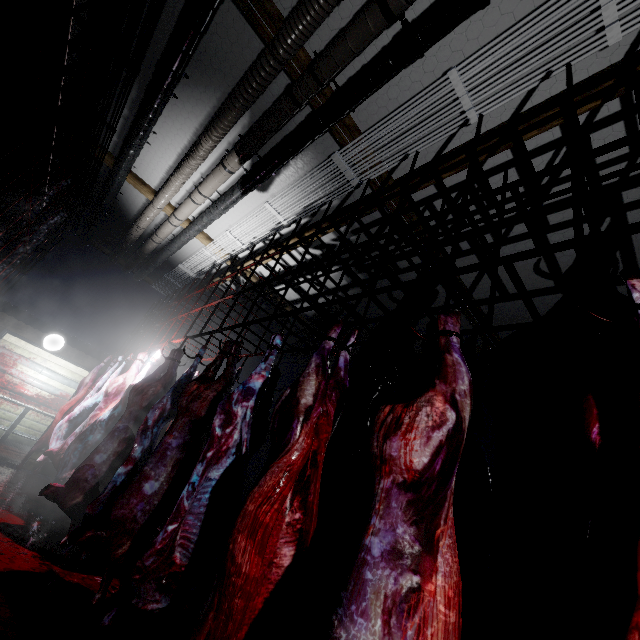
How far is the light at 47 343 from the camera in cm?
587

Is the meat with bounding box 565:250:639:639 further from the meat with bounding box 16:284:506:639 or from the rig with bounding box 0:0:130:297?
the rig with bounding box 0:0:130:297

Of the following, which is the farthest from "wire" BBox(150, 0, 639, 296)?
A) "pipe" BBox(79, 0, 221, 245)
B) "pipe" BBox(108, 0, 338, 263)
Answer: "pipe" BBox(79, 0, 221, 245)

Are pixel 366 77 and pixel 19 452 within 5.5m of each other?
no

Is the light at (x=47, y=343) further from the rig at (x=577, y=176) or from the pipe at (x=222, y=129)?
the pipe at (x=222, y=129)

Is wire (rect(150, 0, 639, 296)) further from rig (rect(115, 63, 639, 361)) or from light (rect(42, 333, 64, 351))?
light (rect(42, 333, 64, 351))

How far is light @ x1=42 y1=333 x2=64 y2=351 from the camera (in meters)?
5.87

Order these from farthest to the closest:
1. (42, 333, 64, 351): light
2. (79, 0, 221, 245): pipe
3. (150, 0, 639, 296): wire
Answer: (42, 333, 64, 351): light → (79, 0, 221, 245): pipe → (150, 0, 639, 296): wire
